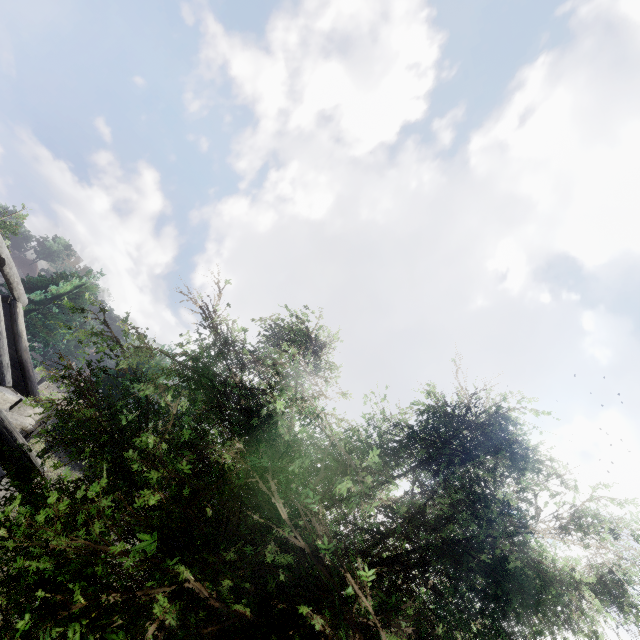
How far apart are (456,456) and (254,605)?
3.4 meters
